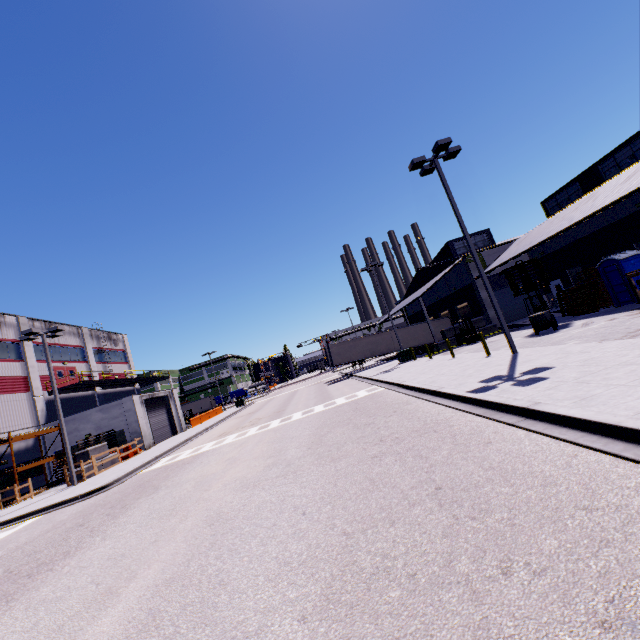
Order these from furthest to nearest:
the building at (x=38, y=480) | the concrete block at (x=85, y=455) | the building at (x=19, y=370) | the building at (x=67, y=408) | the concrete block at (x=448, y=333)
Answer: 1. the concrete block at (x=448, y=333)
2. the building at (x=67, y=408)
3. the building at (x=19, y=370)
4. the building at (x=38, y=480)
5. the concrete block at (x=85, y=455)

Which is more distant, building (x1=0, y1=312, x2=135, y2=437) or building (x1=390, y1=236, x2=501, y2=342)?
building (x1=390, y1=236, x2=501, y2=342)

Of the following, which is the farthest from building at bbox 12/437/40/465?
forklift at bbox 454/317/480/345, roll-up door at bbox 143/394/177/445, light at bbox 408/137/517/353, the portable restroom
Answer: light at bbox 408/137/517/353

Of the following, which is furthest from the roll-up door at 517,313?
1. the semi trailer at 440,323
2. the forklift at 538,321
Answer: the forklift at 538,321

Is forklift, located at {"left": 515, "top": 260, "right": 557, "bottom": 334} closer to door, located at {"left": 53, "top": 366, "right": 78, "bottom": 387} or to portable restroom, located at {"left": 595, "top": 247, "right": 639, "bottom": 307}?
portable restroom, located at {"left": 595, "top": 247, "right": 639, "bottom": 307}

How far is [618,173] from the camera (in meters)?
24.75

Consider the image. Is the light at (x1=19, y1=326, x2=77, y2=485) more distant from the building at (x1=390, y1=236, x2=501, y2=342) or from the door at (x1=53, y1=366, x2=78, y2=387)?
the door at (x1=53, y1=366, x2=78, y2=387)

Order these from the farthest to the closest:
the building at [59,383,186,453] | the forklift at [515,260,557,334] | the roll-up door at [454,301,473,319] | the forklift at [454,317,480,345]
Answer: the roll-up door at [454,301,473,319] < the building at [59,383,186,453] < the forklift at [454,317,480,345] < the forklift at [515,260,557,334]
